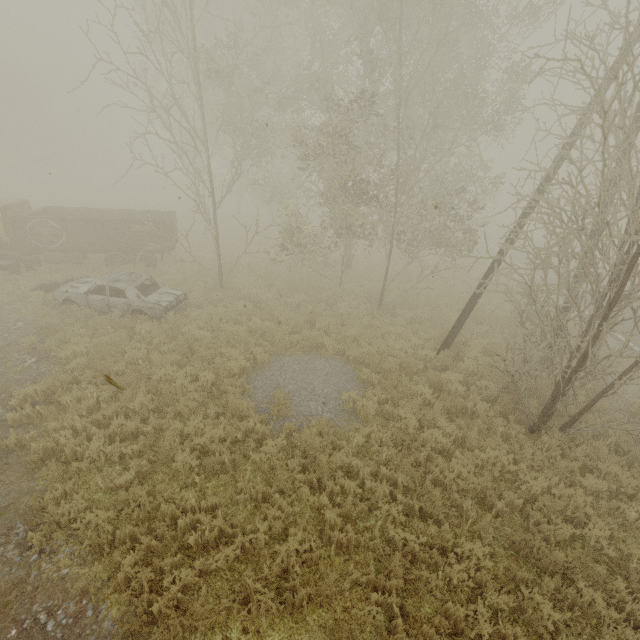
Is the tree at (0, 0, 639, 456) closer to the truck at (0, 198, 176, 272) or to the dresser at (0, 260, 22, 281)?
the truck at (0, 198, 176, 272)

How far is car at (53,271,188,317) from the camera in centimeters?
1135cm

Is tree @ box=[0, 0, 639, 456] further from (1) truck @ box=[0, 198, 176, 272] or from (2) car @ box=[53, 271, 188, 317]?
(1) truck @ box=[0, 198, 176, 272]

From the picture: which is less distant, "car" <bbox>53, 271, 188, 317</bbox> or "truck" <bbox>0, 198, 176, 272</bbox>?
"car" <bbox>53, 271, 188, 317</bbox>

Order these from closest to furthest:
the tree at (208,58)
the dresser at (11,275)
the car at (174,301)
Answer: the tree at (208,58), the car at (174,301), the dresser at (11,275)

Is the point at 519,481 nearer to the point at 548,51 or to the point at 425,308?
the point at 425,308

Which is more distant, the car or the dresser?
the dresser

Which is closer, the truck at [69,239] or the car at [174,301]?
the car at [174,301]
